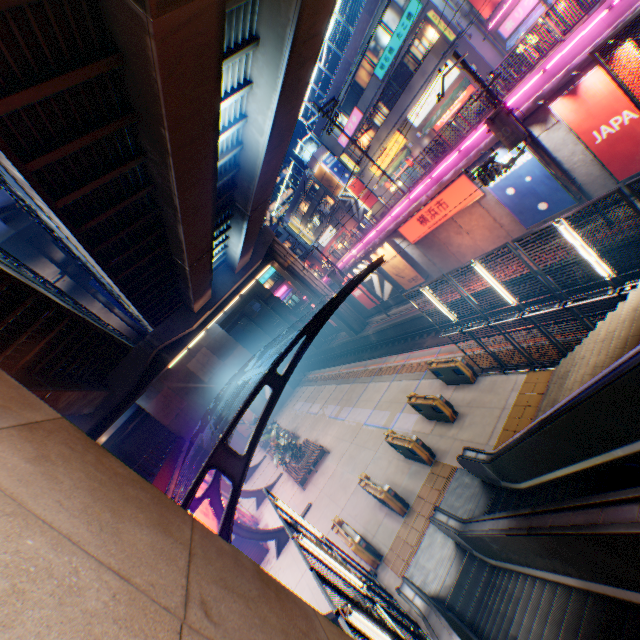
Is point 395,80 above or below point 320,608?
above

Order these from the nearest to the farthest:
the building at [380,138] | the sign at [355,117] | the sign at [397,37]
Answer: the sign at [397,37], the building at [380,138], the sign at [355,117]

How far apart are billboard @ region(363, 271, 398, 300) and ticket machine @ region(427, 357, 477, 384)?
13.9m

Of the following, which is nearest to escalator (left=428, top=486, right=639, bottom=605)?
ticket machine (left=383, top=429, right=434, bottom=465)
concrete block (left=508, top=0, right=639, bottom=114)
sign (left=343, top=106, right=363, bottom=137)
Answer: ticket machine (left=383, top=429, right=434, bottom=465)

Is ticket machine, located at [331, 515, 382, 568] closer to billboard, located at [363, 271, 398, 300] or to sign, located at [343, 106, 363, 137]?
billboard, located at [363, 271, 398, 300]

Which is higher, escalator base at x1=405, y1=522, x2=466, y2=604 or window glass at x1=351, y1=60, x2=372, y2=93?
window glass at x1=351, y1=60, x2=372, y2=93

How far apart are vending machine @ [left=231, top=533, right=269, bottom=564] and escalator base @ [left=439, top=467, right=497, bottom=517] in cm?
1019

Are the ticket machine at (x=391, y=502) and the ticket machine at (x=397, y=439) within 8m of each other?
yes
